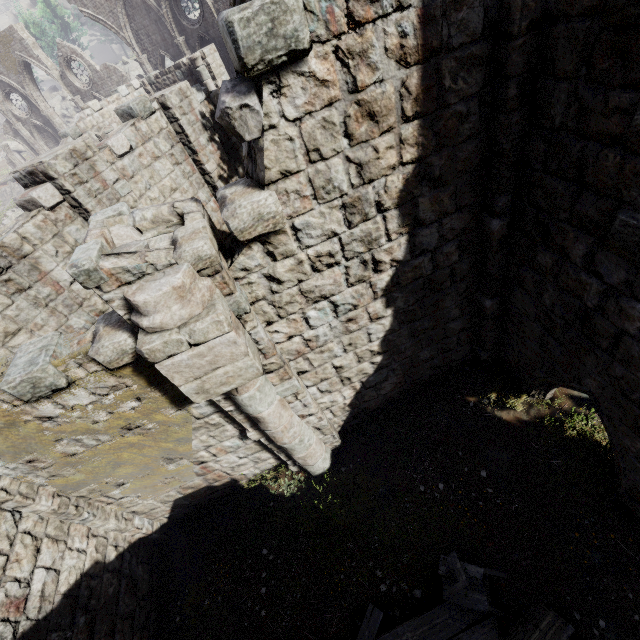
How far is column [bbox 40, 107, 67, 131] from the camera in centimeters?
2870cm

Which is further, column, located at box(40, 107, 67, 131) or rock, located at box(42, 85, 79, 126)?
rock, located at box(42, 85, 79, 126)

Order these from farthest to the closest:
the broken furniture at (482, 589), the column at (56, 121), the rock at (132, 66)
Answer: the rock at (132, 66), the column at (56, 121), the broken furniture at (482, 589)

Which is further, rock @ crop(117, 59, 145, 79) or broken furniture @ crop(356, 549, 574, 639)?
rock @ crop(117, 59, 145, 79)

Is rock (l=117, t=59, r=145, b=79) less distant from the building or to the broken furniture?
the building

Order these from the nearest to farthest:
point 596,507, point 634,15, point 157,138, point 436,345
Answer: point 634,15, point 596,507, point 436,345, point 157,138

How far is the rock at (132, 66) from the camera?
38.9m

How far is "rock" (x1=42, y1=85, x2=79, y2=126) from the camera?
43.3m
